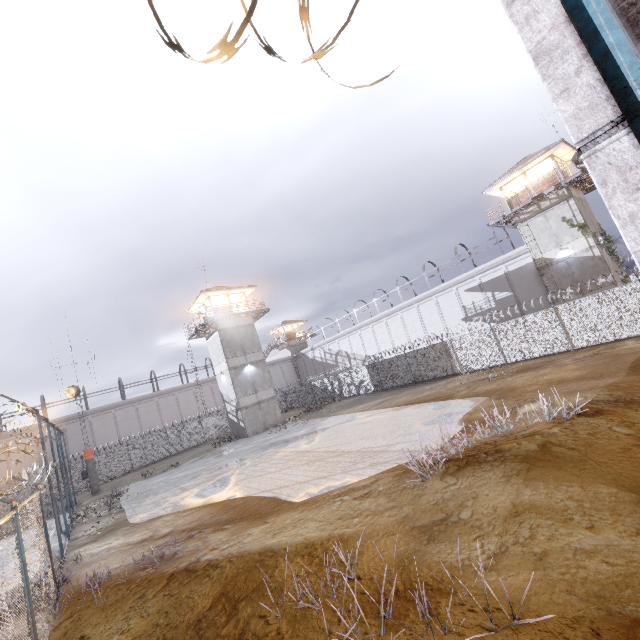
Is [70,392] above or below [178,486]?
above

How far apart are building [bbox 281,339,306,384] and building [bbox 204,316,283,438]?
23.6 meters

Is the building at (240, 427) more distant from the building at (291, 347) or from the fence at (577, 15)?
the building at (291, 347)

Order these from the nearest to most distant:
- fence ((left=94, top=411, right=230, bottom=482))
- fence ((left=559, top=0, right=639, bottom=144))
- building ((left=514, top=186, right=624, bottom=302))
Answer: fence ((left=559, top=0, right=639, bottom=144)) < building ((left=514, top=186, right=624, bottom=302)) < fence ((left=94, top=411, right=230, bottom=482))

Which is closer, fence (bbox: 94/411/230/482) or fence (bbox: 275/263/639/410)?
fence (bbox: 275/263/639/410)

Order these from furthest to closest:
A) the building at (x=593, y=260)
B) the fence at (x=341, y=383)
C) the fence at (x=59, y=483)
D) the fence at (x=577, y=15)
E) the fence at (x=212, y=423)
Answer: the fence at (x=212, y=423)
the building at (x=593, y=260)
the fence at (x=341, y=383)
the fence at (x=59, y=483)
the fence at (x=577, y=15)

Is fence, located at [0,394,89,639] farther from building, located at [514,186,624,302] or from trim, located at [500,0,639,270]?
building, located at [514,186,624,302]
